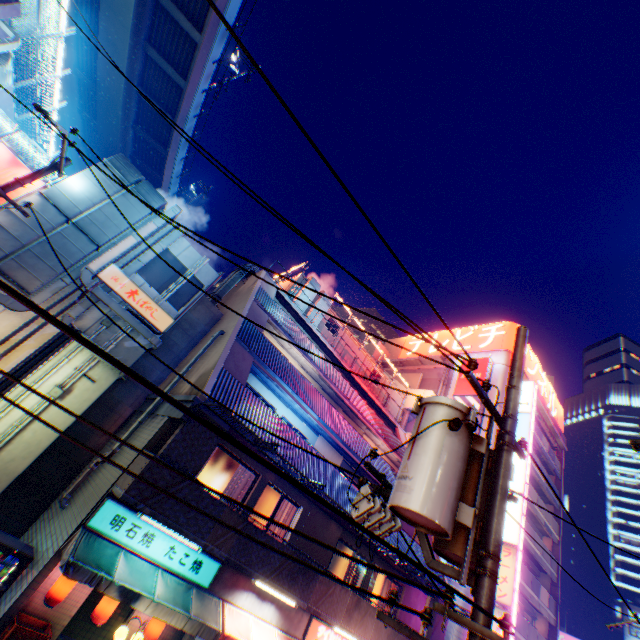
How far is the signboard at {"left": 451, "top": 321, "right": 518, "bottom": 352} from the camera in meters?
31.7

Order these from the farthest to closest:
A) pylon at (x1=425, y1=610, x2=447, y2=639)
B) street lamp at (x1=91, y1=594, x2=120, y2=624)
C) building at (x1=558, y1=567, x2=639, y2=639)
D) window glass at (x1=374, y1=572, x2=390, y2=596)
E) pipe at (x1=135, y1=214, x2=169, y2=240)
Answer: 1. building at (x1=558, y1=567, x2=639, y2=639)
2. window glass at (x1=374, y1=572, x2=390, y2=596)
3. pylon at (x1=425, y1=610, x2=447, y2=639)
4. pipe at (x1=135, y1=214, x2=169, y2=240)
5. street lamp at (x1=91, y1=594, x2=120, y2=624)

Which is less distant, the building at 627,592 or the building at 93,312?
the building at 93,312

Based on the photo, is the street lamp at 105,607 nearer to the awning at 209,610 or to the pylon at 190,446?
the awning at 209,610

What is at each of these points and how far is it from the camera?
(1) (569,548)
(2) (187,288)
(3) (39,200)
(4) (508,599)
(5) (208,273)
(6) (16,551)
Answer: (1) building, 57.8m
(2) window, 13.2m
(3) ventilation tube, 10.1m
(4) sign, 19.5m
(5) building, 13.9m
(6) vending machine, 8.2m

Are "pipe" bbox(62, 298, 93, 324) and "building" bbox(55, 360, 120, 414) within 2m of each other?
yes

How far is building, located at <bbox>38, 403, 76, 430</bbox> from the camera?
9.7m

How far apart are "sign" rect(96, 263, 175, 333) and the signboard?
29.94m
